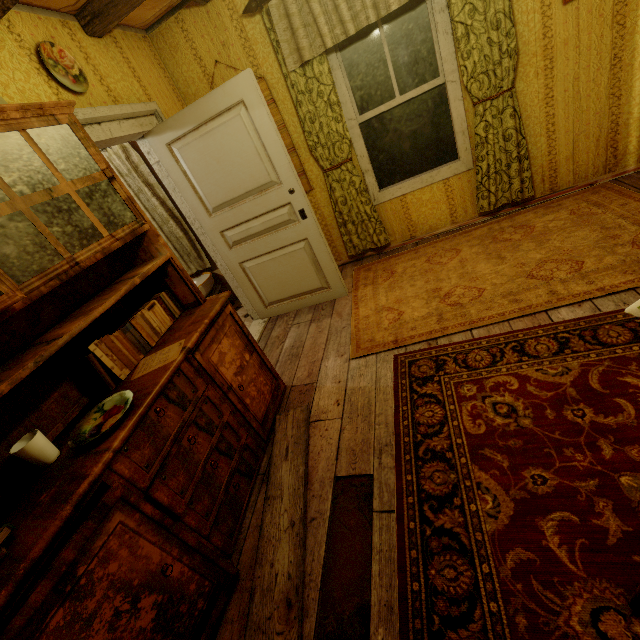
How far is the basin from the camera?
4.2m

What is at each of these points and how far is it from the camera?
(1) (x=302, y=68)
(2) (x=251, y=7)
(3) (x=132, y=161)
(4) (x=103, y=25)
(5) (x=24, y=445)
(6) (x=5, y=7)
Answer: (1) curtain, 2.94m
(2) curtain, 2.71m
(3) curtain, 3.66m
(4) rafters, 2.39m
(5) cup, 1.36m
(6) rafters, 1.78m

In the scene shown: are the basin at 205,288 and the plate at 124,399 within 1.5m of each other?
no

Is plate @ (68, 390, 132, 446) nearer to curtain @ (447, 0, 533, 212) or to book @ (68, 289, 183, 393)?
book @ (68, 289, 183, 393)

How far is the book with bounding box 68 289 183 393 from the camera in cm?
165

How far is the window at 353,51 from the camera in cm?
290

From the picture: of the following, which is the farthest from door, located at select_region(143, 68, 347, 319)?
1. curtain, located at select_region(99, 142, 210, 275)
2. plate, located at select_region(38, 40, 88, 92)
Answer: curtain, located at select_region(99, 142, 210, 275)

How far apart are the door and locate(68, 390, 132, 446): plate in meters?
2.1 m
